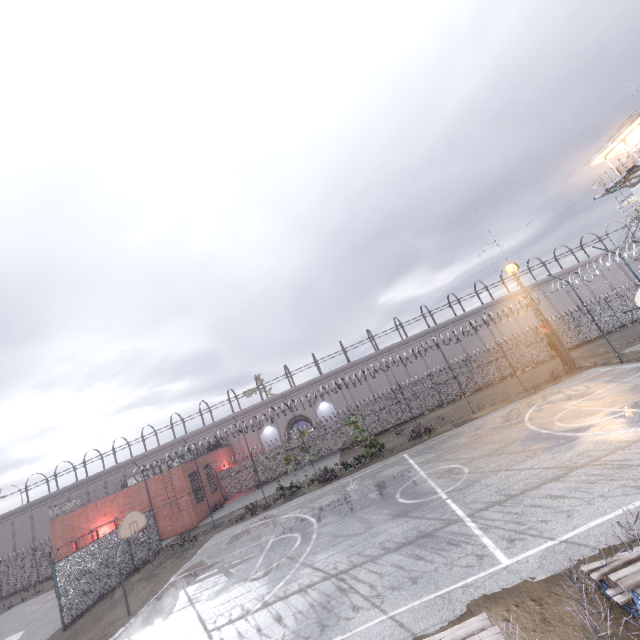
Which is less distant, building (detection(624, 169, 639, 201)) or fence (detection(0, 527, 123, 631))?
fence (detection(0, 527, 123, 631))

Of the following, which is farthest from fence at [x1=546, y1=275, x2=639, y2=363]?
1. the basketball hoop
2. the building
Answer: the building

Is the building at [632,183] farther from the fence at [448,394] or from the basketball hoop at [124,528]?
the basketball hoop at [124,528]

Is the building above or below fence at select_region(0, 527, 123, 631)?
above

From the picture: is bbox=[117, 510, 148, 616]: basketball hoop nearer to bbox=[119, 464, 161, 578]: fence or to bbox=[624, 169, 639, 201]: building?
bbox=[119, 464, 161, 578]: fence

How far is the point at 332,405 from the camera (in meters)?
39.47

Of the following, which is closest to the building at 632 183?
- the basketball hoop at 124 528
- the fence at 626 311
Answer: the fence at 626 311

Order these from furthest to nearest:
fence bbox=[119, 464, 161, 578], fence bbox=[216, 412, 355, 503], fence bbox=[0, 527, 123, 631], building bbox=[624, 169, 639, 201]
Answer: fence bbox=[216, 412, 355, 503], building bbox=[624, 169, 639, 201], fence bbox=[119, 464, 161, 578], fence bbox=[0, 527, 123, 631]
